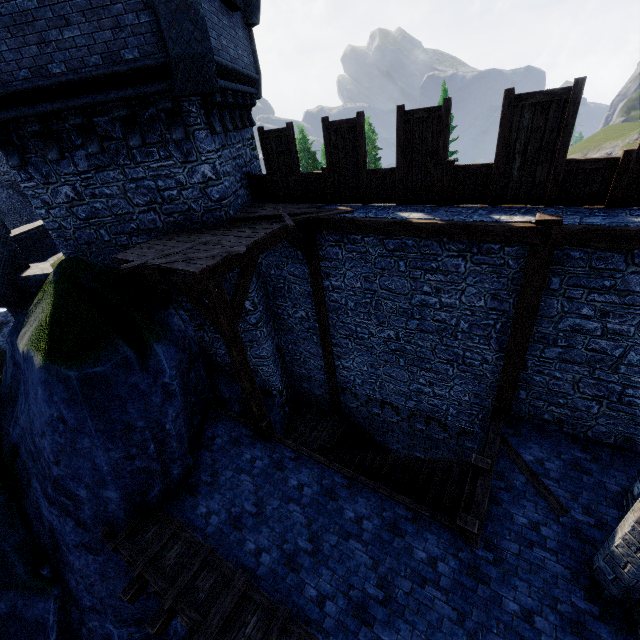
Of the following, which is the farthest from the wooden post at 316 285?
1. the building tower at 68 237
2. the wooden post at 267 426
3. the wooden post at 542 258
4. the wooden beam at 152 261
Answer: the wooden post at 542 258

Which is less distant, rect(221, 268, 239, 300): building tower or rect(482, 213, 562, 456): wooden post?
rect(482, 213, 562, 456): wooden post

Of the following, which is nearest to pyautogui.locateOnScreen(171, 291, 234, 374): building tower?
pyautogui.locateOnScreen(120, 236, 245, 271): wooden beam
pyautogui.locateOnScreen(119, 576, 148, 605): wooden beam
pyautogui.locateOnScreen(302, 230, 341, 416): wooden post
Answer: pyautogui.locateOnScreen(120, 236, 245, 271): wooden beam

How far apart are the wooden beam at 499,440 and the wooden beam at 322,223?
4.6 meters

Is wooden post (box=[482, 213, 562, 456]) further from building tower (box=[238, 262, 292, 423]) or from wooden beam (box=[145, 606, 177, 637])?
wooden beam (box=[145, 606, 177, 637])

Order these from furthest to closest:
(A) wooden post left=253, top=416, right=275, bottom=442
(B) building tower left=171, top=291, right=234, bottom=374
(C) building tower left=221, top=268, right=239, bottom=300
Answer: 1. (B) building tower left=171, top=291, right=234, bottom=374
2. (C) building tower left=221, top=268, right=239, bottom=300
3. (A) wooden post left=253, top=416, right=275, bottom=442

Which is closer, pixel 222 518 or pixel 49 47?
pixel 49 47

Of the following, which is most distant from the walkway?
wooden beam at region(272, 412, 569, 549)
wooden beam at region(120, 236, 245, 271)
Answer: wooden beam at region(272, 412, 569, 549)
